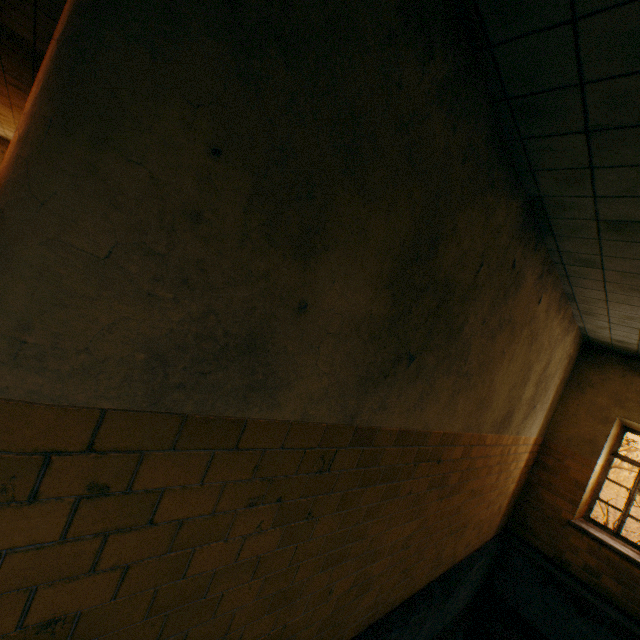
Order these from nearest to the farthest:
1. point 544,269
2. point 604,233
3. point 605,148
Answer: point 605,148 < point 604,233 < point 544,269
